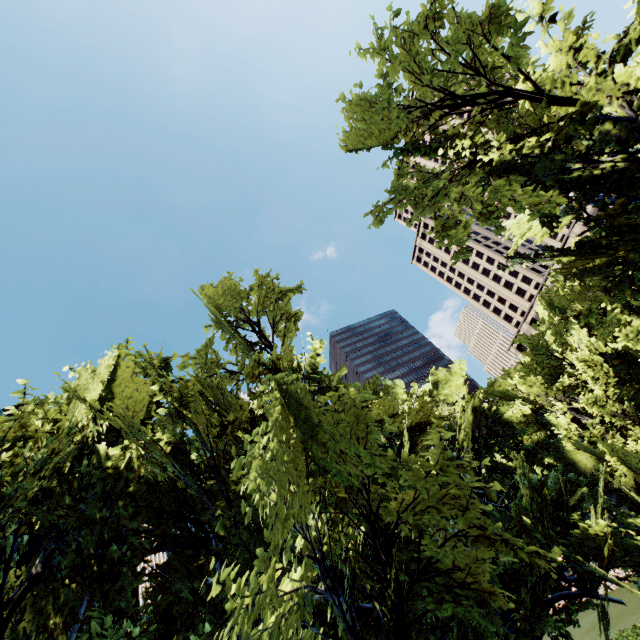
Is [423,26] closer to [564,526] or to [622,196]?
[622,196]
